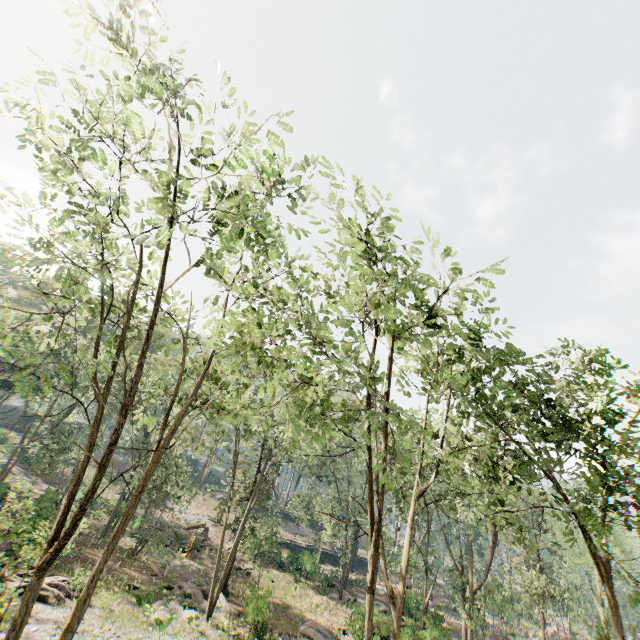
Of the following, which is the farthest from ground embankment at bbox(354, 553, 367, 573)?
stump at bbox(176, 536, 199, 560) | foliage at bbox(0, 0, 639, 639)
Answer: stump at bbox(176, 536, 199, 560)

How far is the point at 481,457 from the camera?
11.5 meters

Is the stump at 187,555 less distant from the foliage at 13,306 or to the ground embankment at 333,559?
the foliage at 13,306

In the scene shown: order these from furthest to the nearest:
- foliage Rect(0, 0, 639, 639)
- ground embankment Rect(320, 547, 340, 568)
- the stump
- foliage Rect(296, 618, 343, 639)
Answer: ground embankment Rect(320, 547, 340, 568) < the stump < foliage Rect(296, 618, 343, 639) < foliage Rect(0, 0, 639, 639)

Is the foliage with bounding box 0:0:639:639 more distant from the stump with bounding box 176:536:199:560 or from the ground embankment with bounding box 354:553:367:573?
the stump with bounding box 176:536:199:560

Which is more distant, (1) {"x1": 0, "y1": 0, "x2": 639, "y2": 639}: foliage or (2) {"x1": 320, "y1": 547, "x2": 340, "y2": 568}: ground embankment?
(2) {"x1": 320, "y1": 547, "x2": 340, "y2": 568}: ground embankment

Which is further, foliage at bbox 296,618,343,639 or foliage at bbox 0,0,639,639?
foliage at bbox 296,618,343,639

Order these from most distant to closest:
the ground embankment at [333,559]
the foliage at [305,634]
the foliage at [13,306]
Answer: the ground embankment at [333,559] < the foliage at [305,634] < the foliage at [13,306]
